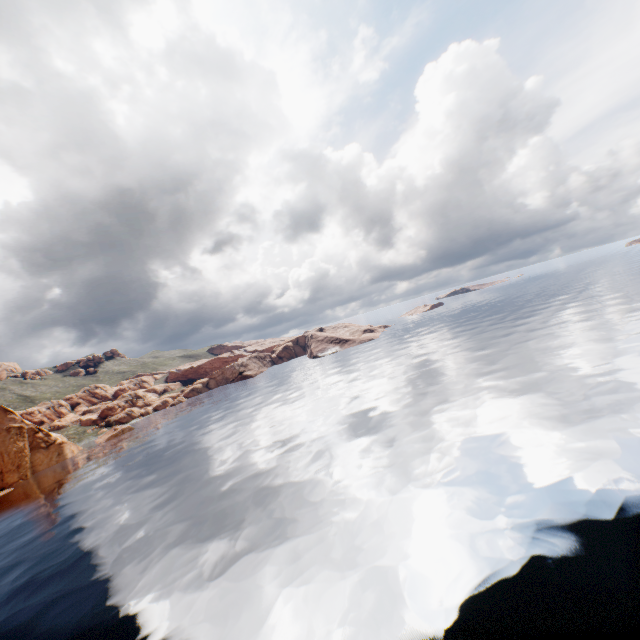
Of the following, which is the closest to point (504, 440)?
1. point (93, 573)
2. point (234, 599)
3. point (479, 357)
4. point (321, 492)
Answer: point (321, 492)
